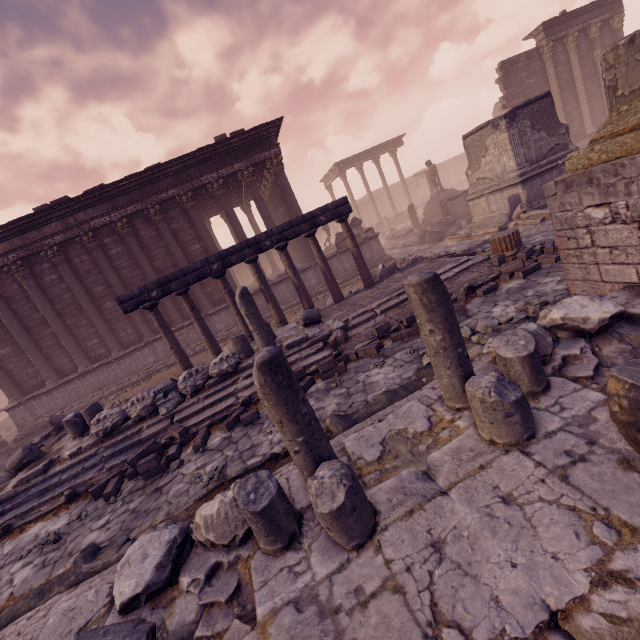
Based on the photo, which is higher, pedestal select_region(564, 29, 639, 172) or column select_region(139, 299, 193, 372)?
pedestal select_region(564, 29, 639, 172)

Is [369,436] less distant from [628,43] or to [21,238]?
[628,43]

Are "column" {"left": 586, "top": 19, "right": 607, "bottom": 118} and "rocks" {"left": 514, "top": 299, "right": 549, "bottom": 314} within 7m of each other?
no

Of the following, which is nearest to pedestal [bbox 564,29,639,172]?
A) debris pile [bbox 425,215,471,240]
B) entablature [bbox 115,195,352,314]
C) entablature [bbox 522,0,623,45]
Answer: entablature [bbox 115,195,352,314]

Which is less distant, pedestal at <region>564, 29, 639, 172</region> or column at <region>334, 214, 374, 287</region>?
pedestal at <region>564, 29, 639, 172</region>

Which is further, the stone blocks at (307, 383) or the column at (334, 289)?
the column at (334, 289)

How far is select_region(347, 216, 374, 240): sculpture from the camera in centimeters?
1559cm

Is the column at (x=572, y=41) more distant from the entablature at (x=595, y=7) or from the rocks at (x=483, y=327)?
the rocks at (x=483, y=327)
